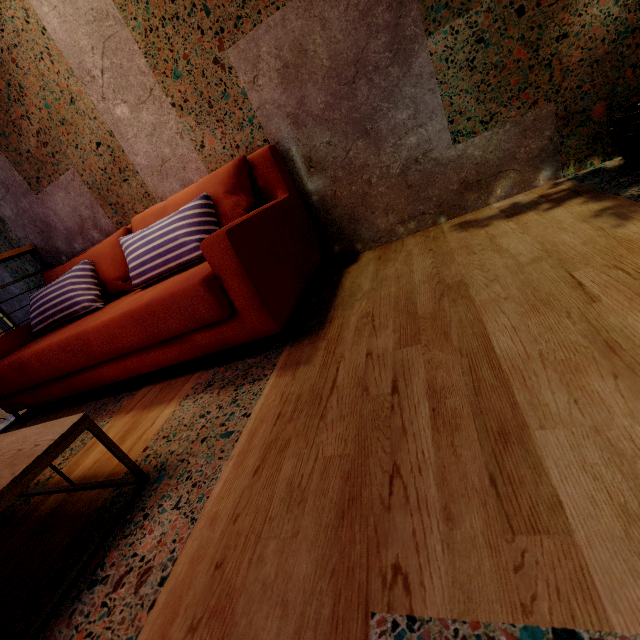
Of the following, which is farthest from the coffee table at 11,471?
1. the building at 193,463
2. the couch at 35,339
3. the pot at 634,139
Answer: the pot at 634,139

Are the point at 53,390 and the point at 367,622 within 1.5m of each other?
no

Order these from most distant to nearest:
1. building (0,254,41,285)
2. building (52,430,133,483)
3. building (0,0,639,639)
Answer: building (0,254,41,285) → building (52,430,133,483) → building (0,0,639,639)

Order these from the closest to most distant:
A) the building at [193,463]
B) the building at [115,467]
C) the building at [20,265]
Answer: the building at [193,463], the building at [115,467], the building at [20,265]

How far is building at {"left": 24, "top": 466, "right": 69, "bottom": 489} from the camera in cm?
135

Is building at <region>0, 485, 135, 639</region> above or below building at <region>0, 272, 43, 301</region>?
below
